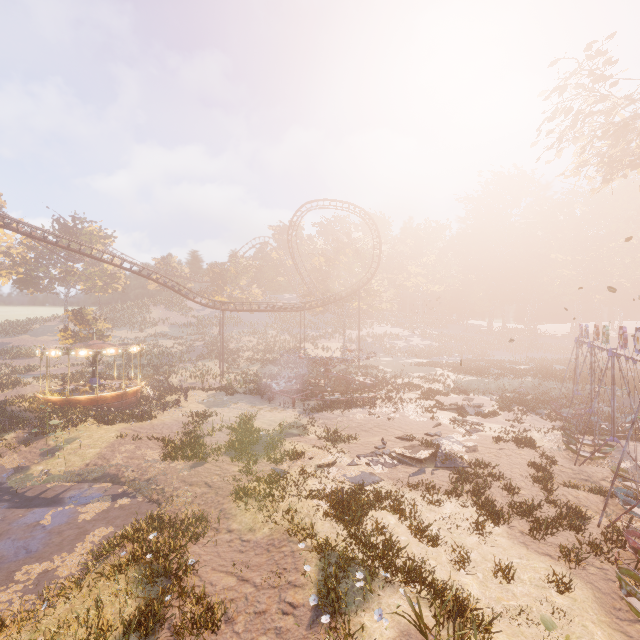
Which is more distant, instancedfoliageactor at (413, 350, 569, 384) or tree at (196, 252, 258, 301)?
tree at (196, 252, 258, 301)

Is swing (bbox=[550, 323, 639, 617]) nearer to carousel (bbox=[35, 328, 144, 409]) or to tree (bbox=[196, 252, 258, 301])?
tree (bbox=[196, 252, 258, 301])

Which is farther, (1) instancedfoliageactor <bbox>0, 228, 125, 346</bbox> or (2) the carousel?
(1) instancedfoliageactor <bbox>0, 228, 125, 346</bbox>

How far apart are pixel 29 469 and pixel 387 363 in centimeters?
4099cm

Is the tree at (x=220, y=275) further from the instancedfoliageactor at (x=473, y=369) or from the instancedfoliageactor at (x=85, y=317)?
the instancedfoliageactor at (x=85, y=317)

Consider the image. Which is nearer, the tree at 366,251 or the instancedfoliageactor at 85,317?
the instancedfoliageactor at 85,317

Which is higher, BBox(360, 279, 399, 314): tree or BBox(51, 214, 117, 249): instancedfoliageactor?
BBox(51, 214, 117, 249): instancedfoliageactor

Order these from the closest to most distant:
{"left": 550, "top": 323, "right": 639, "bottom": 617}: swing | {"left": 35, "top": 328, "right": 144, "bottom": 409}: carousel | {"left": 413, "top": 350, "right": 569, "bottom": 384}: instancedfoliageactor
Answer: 1. {"left": 550, "top": 323, "right": 639, "bottom": 617}: swing
2. {"left": 35, "top": 328, "right": 144, "bottom": 409}: carousel
3. {"left": 413, "top": 350, "right": 569, "bottom": 384}: instancedfoliageactor
